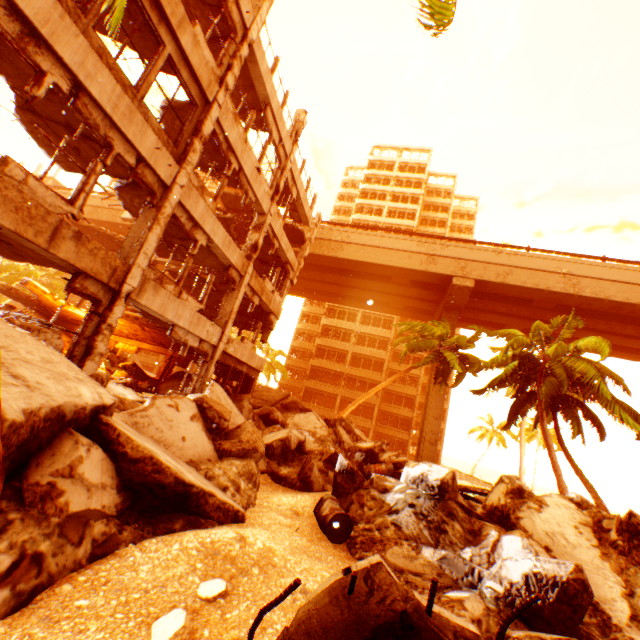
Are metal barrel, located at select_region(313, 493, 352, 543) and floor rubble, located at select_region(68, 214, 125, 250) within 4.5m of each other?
no

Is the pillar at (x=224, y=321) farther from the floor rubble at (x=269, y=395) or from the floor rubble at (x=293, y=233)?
the floor rubble at (x=269, y=395)

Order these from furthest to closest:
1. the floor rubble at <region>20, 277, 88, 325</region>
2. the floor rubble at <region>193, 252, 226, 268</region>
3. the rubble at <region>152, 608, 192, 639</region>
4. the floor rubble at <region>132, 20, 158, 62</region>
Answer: the floor rubble at <region>20, 277, 88, 325</region> < the floor rubble at <region>193, 252, 226, 268</region> < the floor rubble at <region>132, 20, 158, 62</region> < the rubble at <region>152, 608, 192, 639</region>

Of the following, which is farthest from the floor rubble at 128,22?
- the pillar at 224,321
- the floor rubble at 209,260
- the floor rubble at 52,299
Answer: the floor rubble at 52,299

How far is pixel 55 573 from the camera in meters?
2.8 m

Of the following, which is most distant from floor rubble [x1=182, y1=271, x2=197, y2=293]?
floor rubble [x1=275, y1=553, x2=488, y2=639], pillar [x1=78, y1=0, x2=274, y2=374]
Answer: floor rubble [x1=275, y1=553, x2=488, y2=639]

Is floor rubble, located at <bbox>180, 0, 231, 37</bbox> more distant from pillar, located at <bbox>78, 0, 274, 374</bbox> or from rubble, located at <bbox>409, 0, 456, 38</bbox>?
rubble, located at <bbox>409, 0, 456, 38</bbox>

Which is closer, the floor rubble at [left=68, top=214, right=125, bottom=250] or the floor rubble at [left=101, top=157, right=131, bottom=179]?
the floor rubble at [left=101, top=157, right=131, bottom=179]
